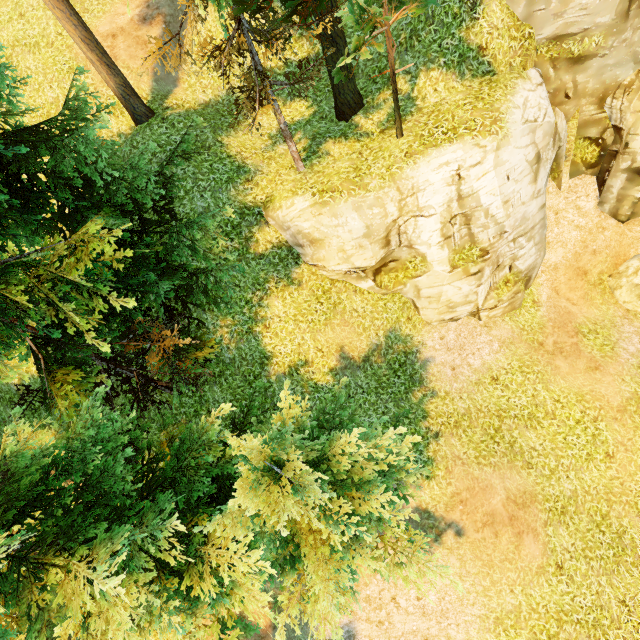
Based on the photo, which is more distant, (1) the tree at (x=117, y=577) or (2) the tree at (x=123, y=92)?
(2) the tree at (x=123, y=92)

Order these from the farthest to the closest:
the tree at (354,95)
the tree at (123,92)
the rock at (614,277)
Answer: the rock at (614,277)
the tree at (123,92)
the tree at (354,95)

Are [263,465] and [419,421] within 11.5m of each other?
yes

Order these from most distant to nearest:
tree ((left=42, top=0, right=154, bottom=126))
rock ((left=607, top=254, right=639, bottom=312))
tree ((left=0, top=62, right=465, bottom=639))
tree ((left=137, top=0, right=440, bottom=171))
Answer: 1. rock ((left=607, top=254, right=639, bottom=312))
2. tree ((left=42, top=0, right=154, bottom=126))
3. tree ((left=137, top=0, right=440, bottom=171))
4. tree ((left=0, top=62, right=465, bottom=639))

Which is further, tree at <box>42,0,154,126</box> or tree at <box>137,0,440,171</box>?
tree at <box>42,0,154,126</box>

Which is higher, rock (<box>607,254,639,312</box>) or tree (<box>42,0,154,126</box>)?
tree (<box>42,0,154,126</box>)
